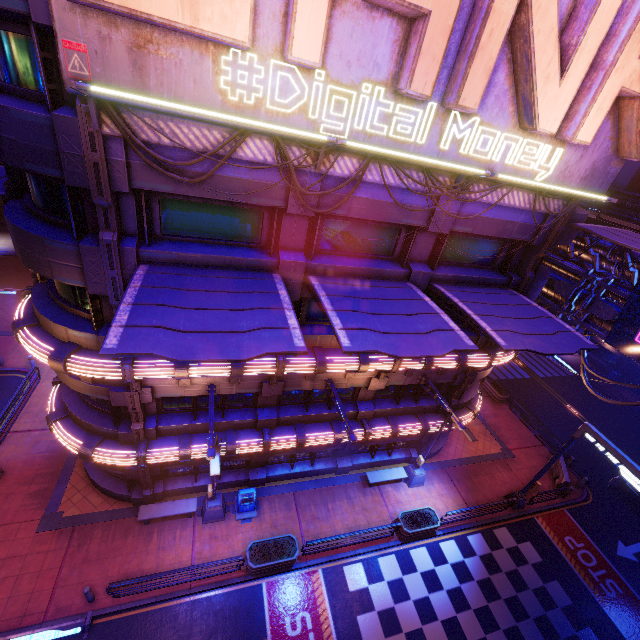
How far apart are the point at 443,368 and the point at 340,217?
8.8m

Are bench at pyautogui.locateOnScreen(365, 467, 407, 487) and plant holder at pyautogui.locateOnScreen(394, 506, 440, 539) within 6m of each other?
yes

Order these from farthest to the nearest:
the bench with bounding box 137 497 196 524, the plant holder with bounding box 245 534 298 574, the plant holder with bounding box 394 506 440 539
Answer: the plant holder with bounding box 394 506 440 539 → the bench with bounding box 137 497 196 524 → the plant holder with bounding box 245 534 298 574

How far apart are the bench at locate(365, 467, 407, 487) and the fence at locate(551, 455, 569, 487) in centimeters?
1079cm

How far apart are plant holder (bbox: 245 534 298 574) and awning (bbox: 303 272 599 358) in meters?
11.5

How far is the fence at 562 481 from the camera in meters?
20.8

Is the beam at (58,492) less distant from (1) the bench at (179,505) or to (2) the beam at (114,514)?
(2) the beam at (114,514)

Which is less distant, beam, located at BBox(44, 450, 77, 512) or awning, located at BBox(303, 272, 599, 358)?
awning, located at BBox(303, 272, 599, 358)
